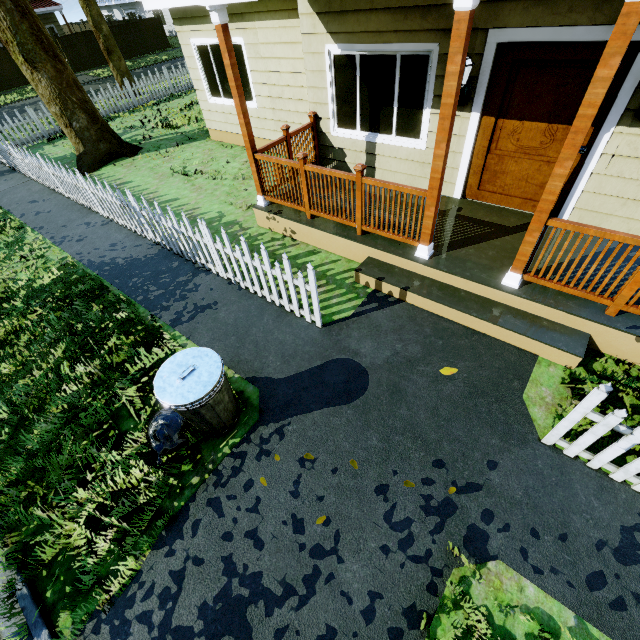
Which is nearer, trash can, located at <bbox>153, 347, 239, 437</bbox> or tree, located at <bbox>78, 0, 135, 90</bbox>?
trash can, located at <bbox>153, 347, 239, 437</bbox>

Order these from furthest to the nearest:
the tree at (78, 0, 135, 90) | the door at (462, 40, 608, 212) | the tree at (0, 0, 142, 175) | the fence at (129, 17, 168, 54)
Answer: the fence at (129, 17, 168, 54) → the tree at (78, 0, 135, 90) → the tree at (0, 0, 142, 175) → the door at (462, 40, 608, 212)

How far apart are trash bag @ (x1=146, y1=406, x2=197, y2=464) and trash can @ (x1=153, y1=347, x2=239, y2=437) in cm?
2

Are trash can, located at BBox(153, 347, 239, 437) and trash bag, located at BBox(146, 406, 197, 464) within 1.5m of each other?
yes

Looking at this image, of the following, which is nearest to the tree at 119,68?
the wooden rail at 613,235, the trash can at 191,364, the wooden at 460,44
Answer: the wooden at 460,44

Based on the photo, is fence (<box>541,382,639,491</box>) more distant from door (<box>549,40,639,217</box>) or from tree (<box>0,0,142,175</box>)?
door (<box>549,40,639,217</box>)

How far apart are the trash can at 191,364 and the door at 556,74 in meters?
4.9

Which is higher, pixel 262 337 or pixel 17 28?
pixel 17 28
